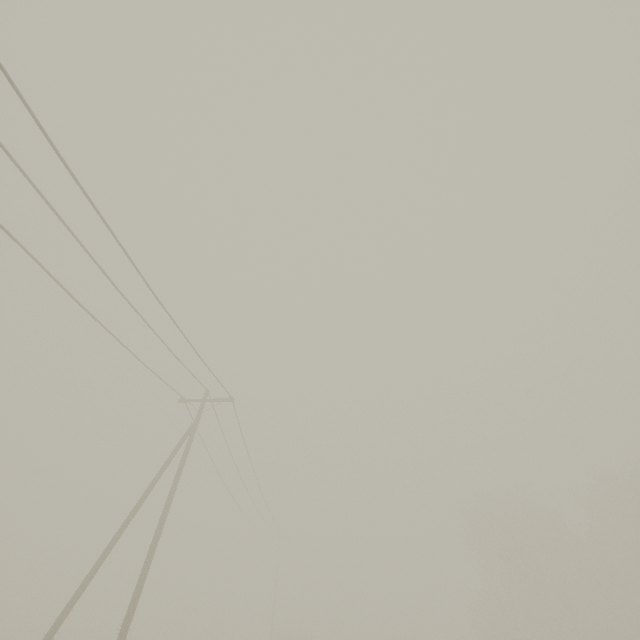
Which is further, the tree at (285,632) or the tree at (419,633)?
the tree at (419,633)

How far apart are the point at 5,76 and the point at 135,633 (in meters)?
70.51

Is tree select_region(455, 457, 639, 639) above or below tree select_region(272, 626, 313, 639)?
above

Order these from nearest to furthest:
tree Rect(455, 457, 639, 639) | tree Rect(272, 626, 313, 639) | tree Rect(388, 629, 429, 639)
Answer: tree Rect(455, 457, 639, 639)
tree Rect(272, 626, 313, 639)
tree Rect(388, 629, 429, 639)

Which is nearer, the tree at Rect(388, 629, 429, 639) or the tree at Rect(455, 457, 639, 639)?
the tree at Rect(455, 457, 639, 639)

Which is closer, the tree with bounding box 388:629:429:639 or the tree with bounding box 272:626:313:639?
the tree with bounding box 272:626:313:639

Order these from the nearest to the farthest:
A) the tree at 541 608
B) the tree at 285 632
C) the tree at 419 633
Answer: the tree at 541 608, the tree at 285 632, the tree at 419 633
